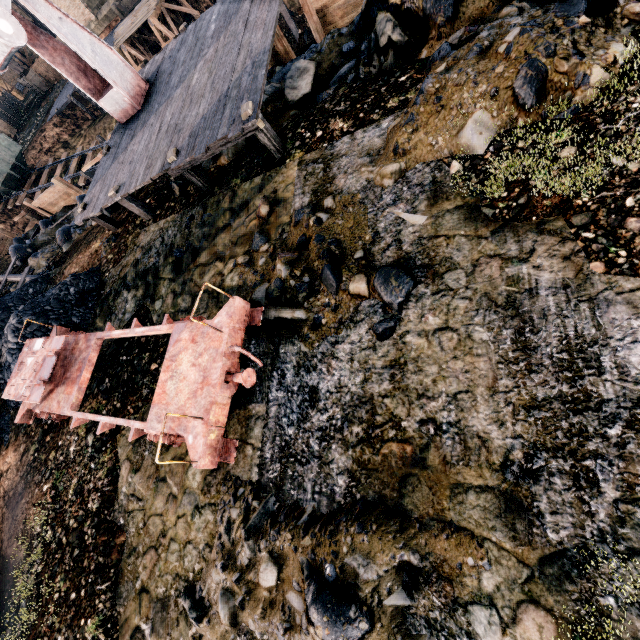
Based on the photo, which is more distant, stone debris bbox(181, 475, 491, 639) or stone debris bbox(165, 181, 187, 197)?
stone debris bbox(165, 181, 187, 197)

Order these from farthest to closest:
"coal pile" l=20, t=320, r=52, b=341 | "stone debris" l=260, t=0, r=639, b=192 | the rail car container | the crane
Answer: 1. the rail car container
2. "coal pile" l=20, t=320, r=52, b=341
3. the crane
4. "stone debris" l=260, t=0, r=639, b=192

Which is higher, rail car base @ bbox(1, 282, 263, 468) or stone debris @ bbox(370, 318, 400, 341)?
rail car base @ bbox(1, 282, 263, 468)

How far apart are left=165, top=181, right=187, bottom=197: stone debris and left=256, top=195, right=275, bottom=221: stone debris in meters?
4.3 m

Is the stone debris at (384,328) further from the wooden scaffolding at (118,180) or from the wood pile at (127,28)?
the wood pile at (127,28)

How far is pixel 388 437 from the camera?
4.7m

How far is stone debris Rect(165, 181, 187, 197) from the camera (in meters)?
11.14

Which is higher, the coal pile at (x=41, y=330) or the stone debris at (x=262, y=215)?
the coal pile at (x=41, y=330)
